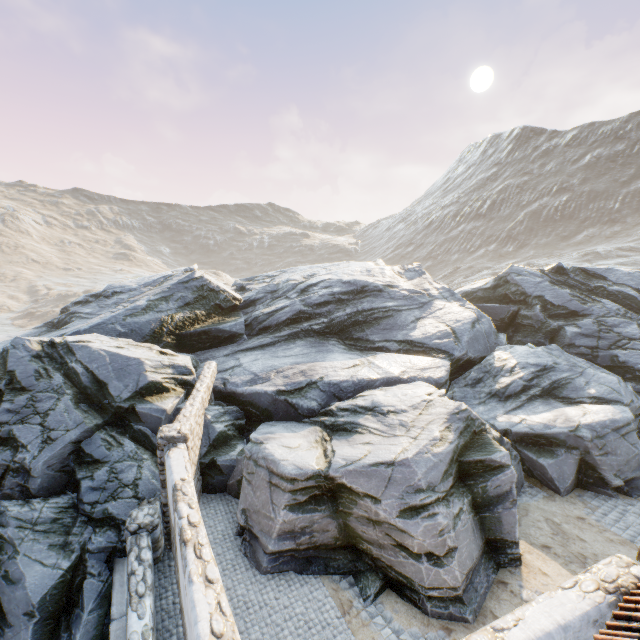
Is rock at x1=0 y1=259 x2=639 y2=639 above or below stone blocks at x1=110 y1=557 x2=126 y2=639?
above

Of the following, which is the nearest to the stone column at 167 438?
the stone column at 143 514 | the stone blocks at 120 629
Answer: the stone column at 143 514

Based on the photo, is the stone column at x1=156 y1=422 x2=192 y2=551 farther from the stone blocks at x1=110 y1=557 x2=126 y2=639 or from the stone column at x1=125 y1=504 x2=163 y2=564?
the stone blocks at x1=110 y1=557 x2=126 y2=639

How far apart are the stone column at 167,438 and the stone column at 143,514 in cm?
8

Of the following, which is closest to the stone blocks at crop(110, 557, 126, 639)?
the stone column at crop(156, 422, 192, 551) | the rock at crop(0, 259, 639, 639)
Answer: the rock at crop(0, 259, 639, 639)

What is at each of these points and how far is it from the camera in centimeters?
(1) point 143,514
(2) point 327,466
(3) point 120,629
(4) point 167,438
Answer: (1) stone column, 797cm
(2) rock, 806cm
(3) stone blocks, 657cm
(4) stone column, 774cm

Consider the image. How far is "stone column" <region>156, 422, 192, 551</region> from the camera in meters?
7.7

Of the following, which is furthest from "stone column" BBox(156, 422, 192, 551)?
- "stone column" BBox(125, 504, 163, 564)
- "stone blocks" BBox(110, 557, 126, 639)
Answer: "stone blocks" BBox(110, 557, 126, 639)
